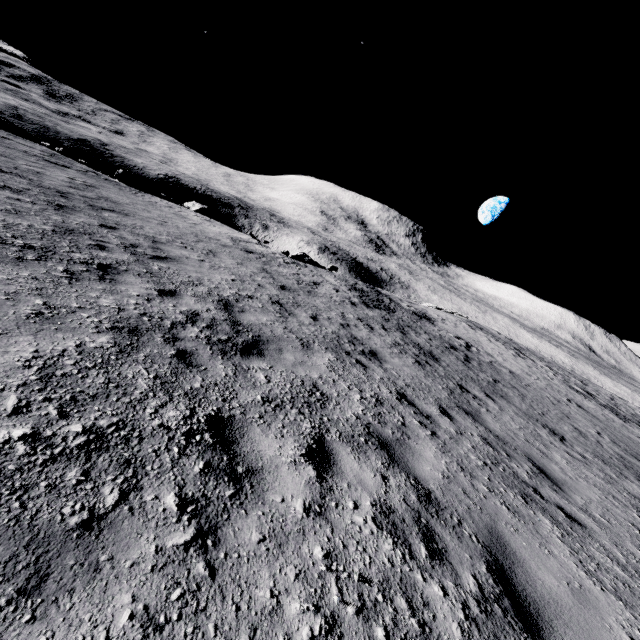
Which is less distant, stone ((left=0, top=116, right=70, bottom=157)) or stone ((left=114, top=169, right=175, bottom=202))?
stone ((left=0, top=116, right=70, bottom=157))

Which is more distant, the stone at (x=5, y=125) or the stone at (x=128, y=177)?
the stone at (x=128, y=177)

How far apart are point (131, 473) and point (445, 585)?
2.4 meters

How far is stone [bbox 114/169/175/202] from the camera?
19.16m

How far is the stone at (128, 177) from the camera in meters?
19.2 m
